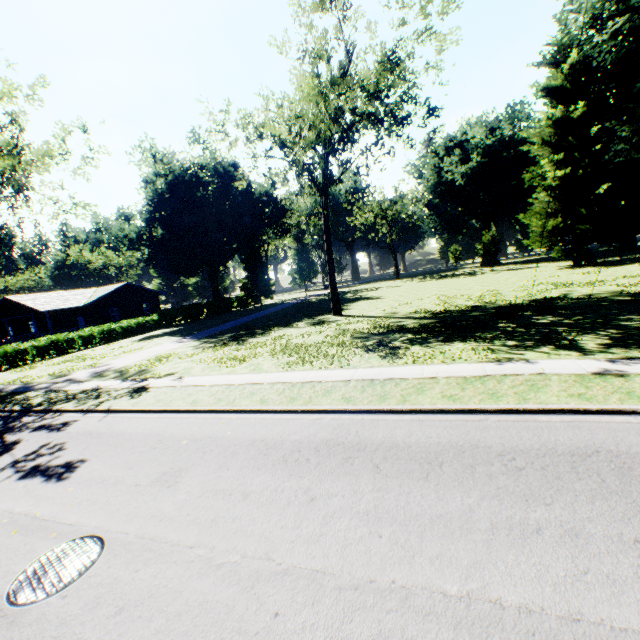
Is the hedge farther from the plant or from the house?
the plant

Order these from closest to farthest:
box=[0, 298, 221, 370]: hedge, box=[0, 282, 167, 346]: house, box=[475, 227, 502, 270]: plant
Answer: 1. box=[0, 298, 221, 370]: hedge
2. box=[0, 282, 167, 346]: house
3. box=[475, 227, 502, 270]: plant

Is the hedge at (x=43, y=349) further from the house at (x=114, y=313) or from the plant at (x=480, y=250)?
the plant at (x=480, y=250)

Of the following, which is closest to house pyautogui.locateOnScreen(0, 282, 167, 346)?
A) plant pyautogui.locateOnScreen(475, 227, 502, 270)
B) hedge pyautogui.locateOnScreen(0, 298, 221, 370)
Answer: hedge pyautogui.locateOnScreen(0, 298, 221, 370)

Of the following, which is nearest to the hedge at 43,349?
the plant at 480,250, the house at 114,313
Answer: the house at 114,313

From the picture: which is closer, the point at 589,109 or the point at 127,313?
the point at 589,109
